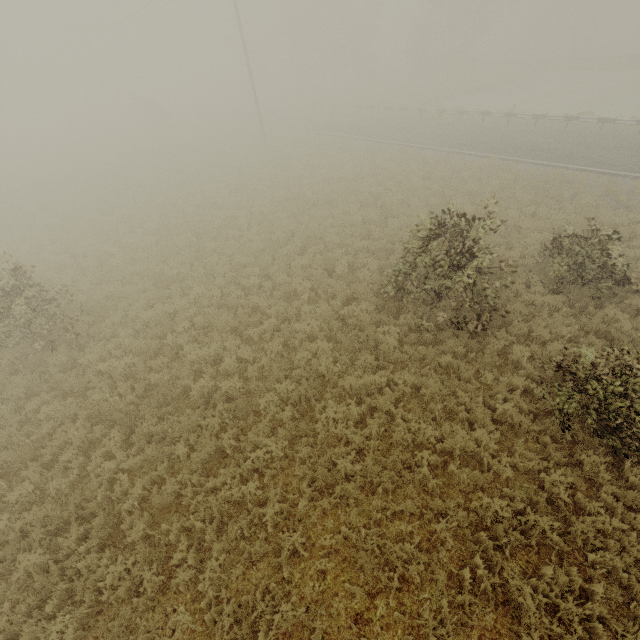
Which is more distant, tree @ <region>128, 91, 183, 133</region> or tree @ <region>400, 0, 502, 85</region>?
tree @ <region>128, 91, 183, 133</region>

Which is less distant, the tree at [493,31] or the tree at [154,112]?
the tree at [493,31]

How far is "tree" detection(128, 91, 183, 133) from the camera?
39.56m

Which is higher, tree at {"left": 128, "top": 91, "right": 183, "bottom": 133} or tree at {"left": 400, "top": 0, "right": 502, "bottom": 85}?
tree at {"left": 400, "top": 0, "right": 502, "bottom": 85}

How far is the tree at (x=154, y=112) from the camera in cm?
3956

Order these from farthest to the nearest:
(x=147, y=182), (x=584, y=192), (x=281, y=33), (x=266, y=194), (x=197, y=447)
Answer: (x=281, y=33) < (x=147, y=182) < (x=266, y=194) < (x=584, y=192) < (x=197, y=447)
